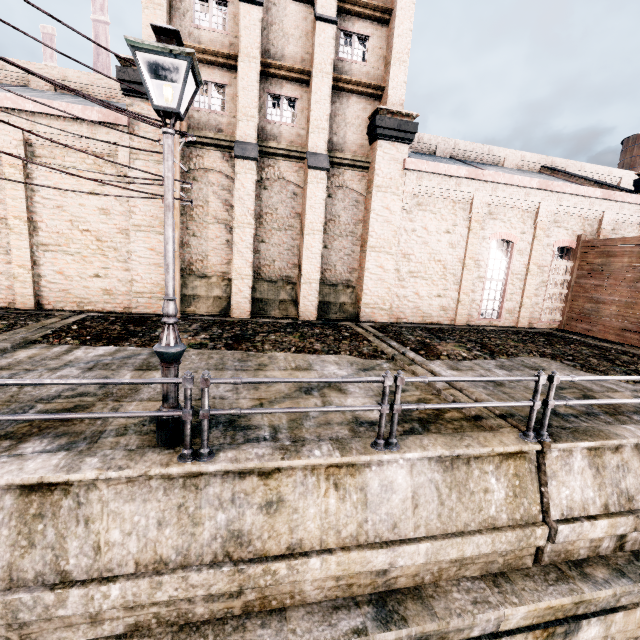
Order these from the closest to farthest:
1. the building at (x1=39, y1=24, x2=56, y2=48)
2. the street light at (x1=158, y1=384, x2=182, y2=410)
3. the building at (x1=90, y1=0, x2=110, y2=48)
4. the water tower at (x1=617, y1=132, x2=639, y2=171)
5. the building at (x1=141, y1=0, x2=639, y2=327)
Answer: the street light at (x1=158, y1=384, x2=182, y2=410)
the building at (x1=141, y1=0, x2=639, y2=327)
the water tower at (x1=617, y1=132, x2=639, y2=171)
the building at (x1=39, y1=24, x2=56, y2=48)
the building at (x1=90, y1=0, x2=110, y2=48)

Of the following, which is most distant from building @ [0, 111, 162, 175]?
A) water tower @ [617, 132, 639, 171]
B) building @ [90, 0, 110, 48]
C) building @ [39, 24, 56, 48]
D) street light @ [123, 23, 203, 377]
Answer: building @ [90, 0, 110, 48]

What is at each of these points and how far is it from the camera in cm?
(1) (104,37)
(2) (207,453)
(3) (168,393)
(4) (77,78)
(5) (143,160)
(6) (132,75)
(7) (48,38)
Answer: (1) building, 5647
(2) metal railing, 456
(3) street light, 501
(4) building, 2020
(5) building, 1347
(6) building, 1265
(7) building, 5488

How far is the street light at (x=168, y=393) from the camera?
5.0 meters

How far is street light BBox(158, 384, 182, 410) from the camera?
5.0 meters

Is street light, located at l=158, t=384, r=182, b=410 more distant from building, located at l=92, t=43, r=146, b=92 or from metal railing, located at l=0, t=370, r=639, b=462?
building, located at l=92, t=43, r=146, b=92
